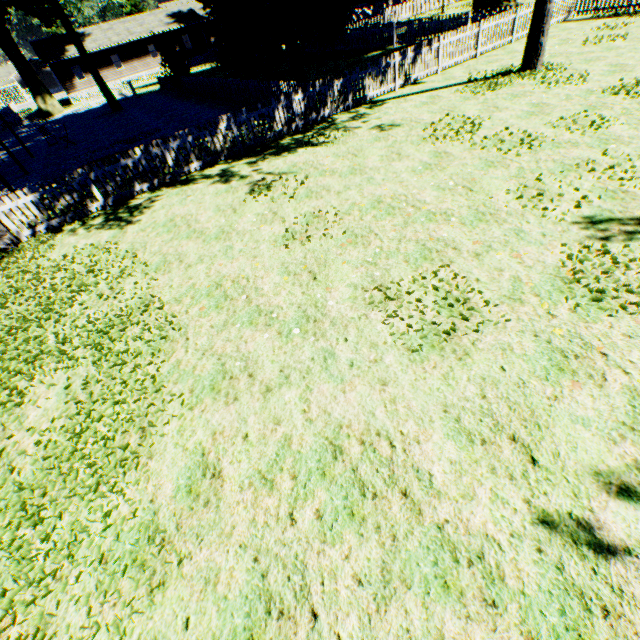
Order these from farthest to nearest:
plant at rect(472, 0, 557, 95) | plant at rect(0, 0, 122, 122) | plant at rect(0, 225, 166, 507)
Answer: plant at rect(0, 0, 122, 122) < plant at rect(472, 0, 557, 95) < plant at rect(0, 225, 166, 507)

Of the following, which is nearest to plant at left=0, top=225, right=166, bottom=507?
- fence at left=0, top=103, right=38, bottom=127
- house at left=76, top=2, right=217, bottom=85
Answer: fence at left=0, top=103, right=38, bottom=127

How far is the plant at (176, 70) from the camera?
24.4 meters

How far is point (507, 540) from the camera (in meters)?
2.69

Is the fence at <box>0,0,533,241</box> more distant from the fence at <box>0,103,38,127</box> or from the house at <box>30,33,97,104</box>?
the fence at <box>0,103,38,127</box>

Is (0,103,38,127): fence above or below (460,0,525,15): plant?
below

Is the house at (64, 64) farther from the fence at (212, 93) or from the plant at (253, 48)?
the plant at (253, 48)
